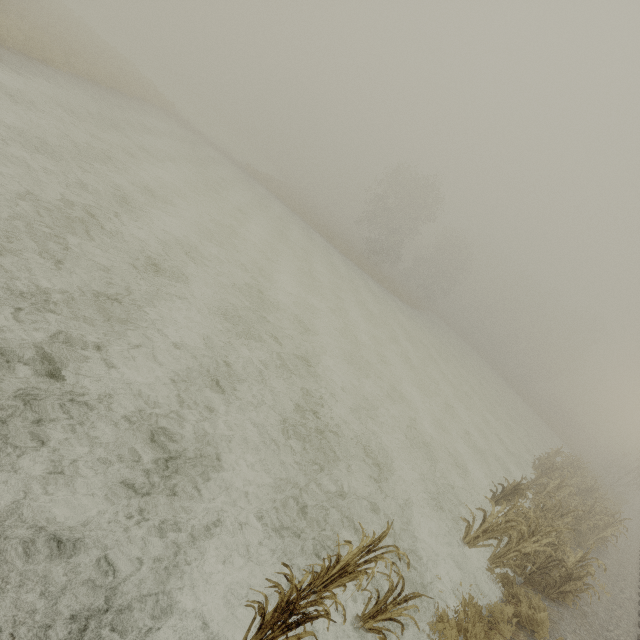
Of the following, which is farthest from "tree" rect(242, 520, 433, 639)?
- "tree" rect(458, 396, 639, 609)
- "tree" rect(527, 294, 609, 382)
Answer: "tree" rect(527, 294, 609, 382)

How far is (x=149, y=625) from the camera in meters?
3.2 m

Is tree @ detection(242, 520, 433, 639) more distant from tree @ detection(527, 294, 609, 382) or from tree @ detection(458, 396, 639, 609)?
tree @ detection(527, 294, 609, 382)

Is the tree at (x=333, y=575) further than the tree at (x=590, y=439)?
No

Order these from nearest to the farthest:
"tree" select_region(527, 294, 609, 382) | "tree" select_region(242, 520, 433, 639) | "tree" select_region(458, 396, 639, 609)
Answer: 1. "tree" select_region(242, 520, 433, 639)
2. "tree" select_region(458, 396, 639, 609)
3. "tree" select_region(527, 294, 609, 382)

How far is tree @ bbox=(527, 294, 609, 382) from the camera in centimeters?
5544cm

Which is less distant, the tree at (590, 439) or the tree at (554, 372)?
the tree at (590, 439)
